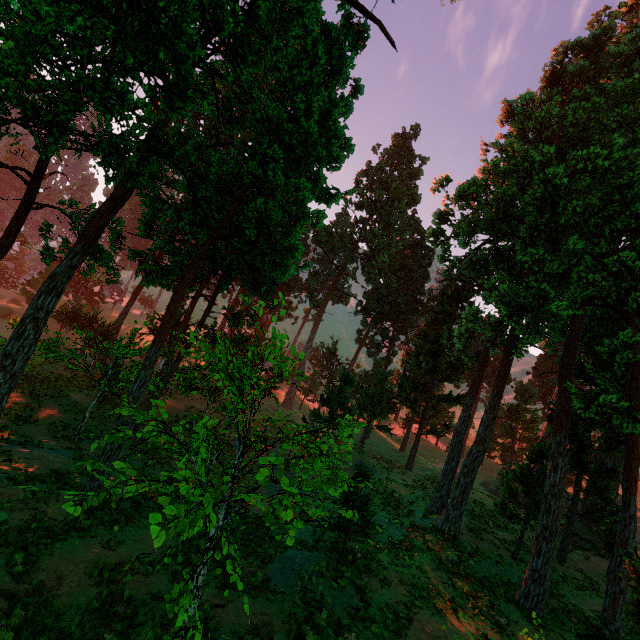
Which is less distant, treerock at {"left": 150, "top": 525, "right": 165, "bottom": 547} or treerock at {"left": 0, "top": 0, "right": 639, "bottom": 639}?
treerock at {"left": 150, "top": 525, "right": 165, "bottom": 547}

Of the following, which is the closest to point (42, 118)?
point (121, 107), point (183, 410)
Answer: point (121, 107)

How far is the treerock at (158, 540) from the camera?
3.6m

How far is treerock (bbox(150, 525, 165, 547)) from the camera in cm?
363

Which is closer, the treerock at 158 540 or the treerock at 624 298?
the treerock at 158 540
